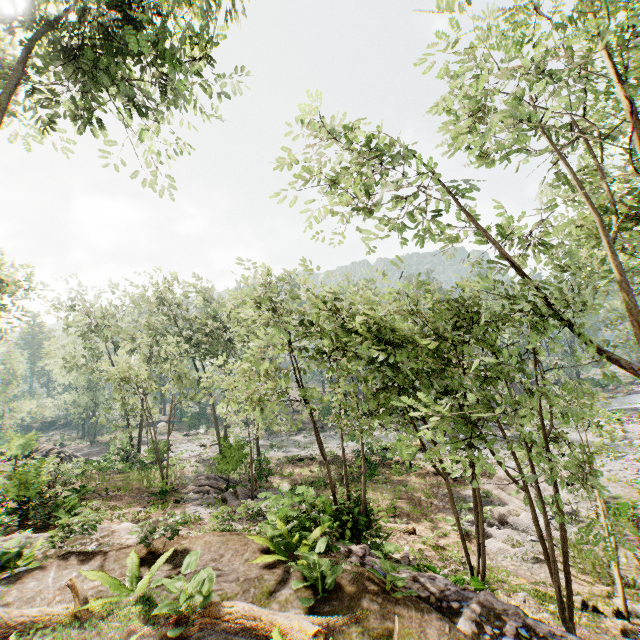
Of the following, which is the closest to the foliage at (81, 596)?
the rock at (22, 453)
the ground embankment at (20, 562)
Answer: the rock at (22, 453)

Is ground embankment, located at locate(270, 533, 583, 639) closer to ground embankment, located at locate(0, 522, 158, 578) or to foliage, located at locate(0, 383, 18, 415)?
foliage, located at locate(0, 383, 18, 415)

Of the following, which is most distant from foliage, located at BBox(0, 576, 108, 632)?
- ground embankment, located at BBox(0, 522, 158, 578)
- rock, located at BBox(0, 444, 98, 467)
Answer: ground embankment, located at BBox(0, 522, 158, 578)

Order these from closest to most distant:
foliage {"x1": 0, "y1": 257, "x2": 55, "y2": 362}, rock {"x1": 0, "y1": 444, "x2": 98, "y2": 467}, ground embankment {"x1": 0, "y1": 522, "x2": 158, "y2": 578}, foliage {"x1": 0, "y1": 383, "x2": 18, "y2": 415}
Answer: ground embankment {"x1": 0, "y1": 522, "x2": 158, "y2": 578}, rock {"x1": 0, "y1": 444, "x2": 98, "y2": 467}, foliage {"x1": 0, "y1": 257, "x2": 55, "y2": 362}, foliage {"x1": 0, "y1": 383, "x2": 18, "y2": 415}

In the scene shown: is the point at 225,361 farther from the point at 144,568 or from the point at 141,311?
the point at 144,568

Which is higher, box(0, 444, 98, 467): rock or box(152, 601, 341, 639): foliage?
box(152, 601, 341, 639): foliage

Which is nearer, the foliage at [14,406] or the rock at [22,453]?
the rock at [22,453]

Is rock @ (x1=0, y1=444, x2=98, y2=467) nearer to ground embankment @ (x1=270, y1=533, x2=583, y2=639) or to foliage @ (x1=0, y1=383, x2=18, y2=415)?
foliage @ (x1=0, y1=383, x2=18, y2=415)
